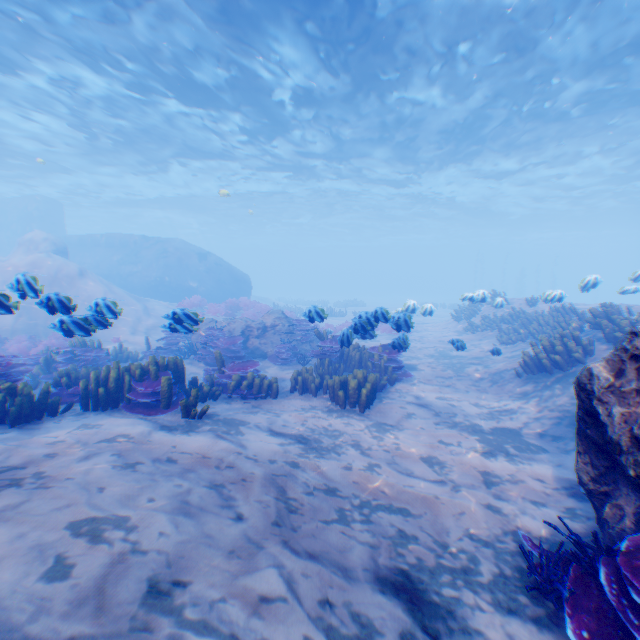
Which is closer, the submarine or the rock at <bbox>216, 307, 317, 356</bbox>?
the rock at <bbox>216, 307, 317, 356</bbox>

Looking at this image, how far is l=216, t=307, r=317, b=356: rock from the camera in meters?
12.4 m

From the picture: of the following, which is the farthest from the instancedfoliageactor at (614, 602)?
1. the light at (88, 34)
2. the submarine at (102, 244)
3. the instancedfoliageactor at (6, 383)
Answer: the light at (88, 34)

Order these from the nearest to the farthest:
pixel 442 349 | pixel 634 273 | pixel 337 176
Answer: pixel 634 273 → pixel 442 349 → pixel 337 176

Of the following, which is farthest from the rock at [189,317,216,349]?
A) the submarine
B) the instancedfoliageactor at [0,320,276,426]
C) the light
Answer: the light

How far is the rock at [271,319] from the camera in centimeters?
1240cm

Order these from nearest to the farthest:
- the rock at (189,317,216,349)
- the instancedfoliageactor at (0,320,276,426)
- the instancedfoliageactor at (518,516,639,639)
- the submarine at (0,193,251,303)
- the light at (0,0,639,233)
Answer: the instancedfoliageactor at (518,516,639,639) → the instancedfoliageactor at (0,320,276,426) → the rock at (189,317,216,349) → the light at (0,0,639,233) → the submarine at (0,193,251,303)
